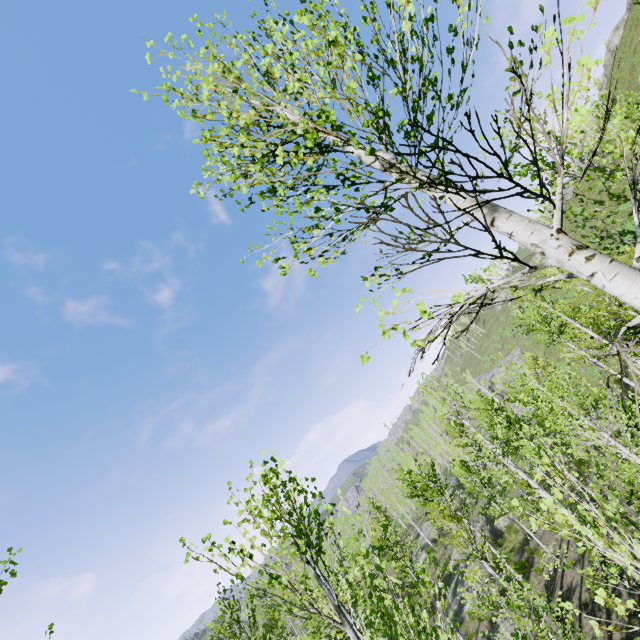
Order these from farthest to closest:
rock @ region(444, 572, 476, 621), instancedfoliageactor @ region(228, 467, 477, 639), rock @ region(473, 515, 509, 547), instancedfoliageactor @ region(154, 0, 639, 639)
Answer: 1. rock @ region(473, 515, 509, 547)
2. rock @ region(444, 572, 476, 621)
3. instancedfoliageactor @ region(228, 467, 477, 639)
4. instancedfoliageactor @ region(154, 0, 639, 639)

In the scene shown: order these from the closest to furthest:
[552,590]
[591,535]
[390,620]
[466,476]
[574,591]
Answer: [390,620], [591,535], [574,591], [552,590], [466,476]

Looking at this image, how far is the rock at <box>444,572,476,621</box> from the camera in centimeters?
2464cm

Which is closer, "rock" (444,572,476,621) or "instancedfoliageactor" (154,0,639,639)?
"instancedfoliageactor" (154,0,639,639)

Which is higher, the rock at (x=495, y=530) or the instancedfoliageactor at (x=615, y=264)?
the instancedfoliageactor at (x=615, y=264)

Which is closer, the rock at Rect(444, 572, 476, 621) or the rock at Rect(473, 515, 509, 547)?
the rock at Rect(444, 572, 476, 621)

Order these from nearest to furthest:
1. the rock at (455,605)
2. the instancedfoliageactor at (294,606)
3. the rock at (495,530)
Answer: the instancedfoliageactor at (294,606)
the rock at (455,605)
the rock at (495,530)

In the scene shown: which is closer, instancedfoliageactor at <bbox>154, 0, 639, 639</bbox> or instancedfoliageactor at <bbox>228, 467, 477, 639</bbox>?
instancedfoliageactor at <bbox>154, 0, 639, 639</bbox>
